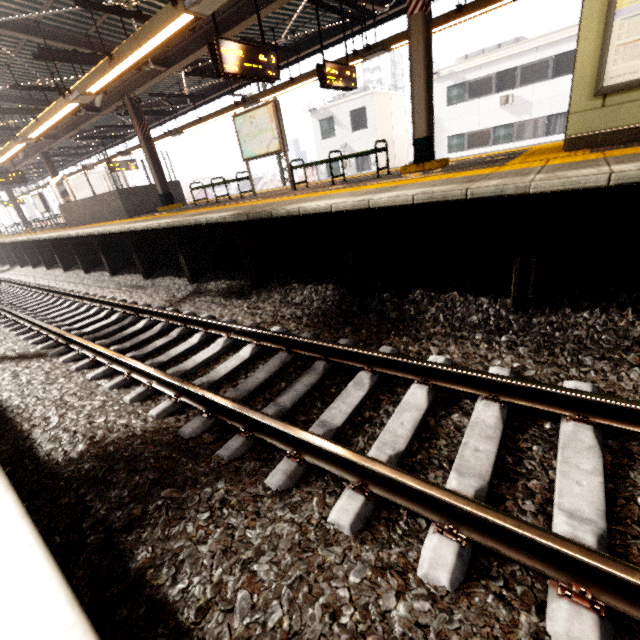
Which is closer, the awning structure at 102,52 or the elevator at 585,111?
the elevator at 585,111

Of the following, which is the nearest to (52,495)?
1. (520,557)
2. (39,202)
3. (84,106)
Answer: (520,557)

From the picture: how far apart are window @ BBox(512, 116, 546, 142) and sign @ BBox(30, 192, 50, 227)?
30.0m

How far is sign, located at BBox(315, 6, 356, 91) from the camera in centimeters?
759cm

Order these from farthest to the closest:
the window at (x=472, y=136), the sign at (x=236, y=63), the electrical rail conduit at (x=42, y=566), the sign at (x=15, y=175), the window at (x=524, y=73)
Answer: the window at (x=472, y=136)
the window at (x=524, y=73)
the sign at (x=15, y=175)
the sign at (x=236, y=63)
the electrical rail conduit at (x=42, y=566)

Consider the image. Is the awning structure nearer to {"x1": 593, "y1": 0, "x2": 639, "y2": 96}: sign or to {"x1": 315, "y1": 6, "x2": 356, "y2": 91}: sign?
{"x1": 315, "y1": 6, "x2": 356, "y2": 91}: sign

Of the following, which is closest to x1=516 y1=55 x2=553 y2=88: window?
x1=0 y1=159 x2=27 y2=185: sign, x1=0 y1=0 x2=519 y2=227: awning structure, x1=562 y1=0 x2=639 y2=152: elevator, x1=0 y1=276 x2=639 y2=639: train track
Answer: x1=0 y1=0 x2=519 y2=227: awning structure

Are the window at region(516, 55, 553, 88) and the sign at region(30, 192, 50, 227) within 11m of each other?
no
